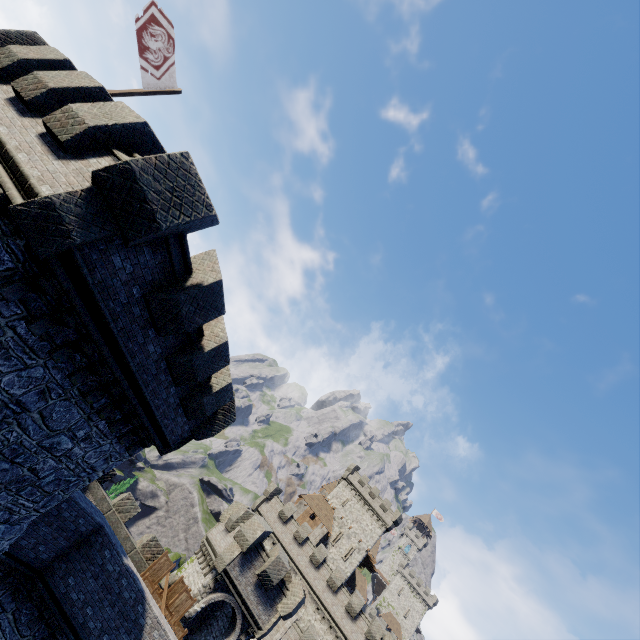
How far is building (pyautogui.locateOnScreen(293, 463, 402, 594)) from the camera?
48.91m

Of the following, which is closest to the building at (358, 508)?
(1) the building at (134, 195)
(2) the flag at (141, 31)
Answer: (1) the building at (134, 195)

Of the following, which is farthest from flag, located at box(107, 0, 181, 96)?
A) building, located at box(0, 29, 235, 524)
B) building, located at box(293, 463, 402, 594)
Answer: building, located at box(293, 463, 402, 594)

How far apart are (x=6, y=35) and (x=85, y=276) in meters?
10.8 m

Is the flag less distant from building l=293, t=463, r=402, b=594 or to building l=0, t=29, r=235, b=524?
building l=0, t=29, r=235, b=524

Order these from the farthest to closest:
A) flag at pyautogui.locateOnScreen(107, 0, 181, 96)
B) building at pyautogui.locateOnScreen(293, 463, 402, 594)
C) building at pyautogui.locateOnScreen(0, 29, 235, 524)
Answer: building at pyautogui.locateOnScreen(293, 463, 402, 594) → flag at pyautogui.locateOnScreen(107, 0, 181, 96) → building at pyautogui.locateOnScreen(0, 29, 235, 524)

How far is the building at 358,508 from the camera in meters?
48.9
